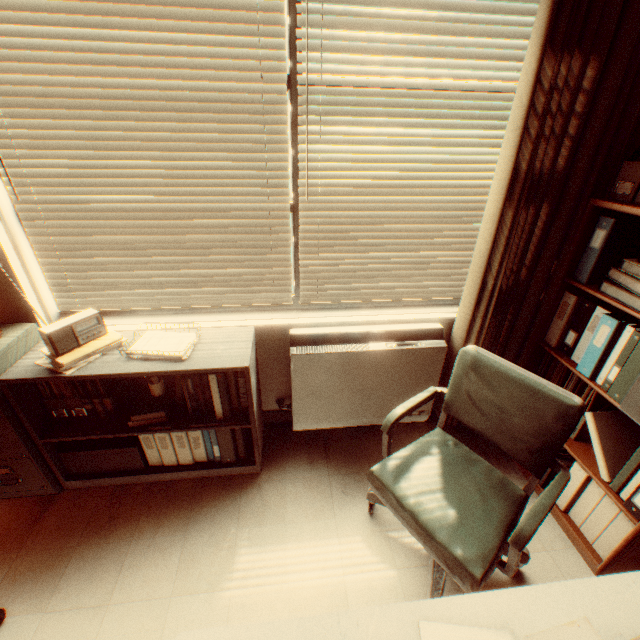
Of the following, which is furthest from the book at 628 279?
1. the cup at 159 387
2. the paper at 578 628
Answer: the cup at 159 387

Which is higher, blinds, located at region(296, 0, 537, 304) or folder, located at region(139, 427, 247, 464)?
blinds, located at region(296, 0, 537, 304)

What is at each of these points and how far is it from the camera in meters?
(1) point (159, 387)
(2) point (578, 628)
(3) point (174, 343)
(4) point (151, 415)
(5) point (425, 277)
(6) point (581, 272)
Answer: (1) cup, 2.3
(2) paper, 1.0
(3) paper pile, 2.1
(4) book, 2.2
(5) blinds, 2.6
(6) folder, 2.0

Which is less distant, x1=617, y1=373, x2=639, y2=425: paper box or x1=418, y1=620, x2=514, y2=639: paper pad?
x1=418, y1=620, x2=514, y2=639: paper pad

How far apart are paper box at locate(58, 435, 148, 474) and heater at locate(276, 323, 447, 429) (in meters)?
1.03

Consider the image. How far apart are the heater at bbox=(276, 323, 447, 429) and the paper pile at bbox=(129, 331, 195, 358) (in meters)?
0.73

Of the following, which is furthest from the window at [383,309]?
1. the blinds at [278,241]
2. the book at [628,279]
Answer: the book at [628,279]

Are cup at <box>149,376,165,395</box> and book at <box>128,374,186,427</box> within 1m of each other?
yes
